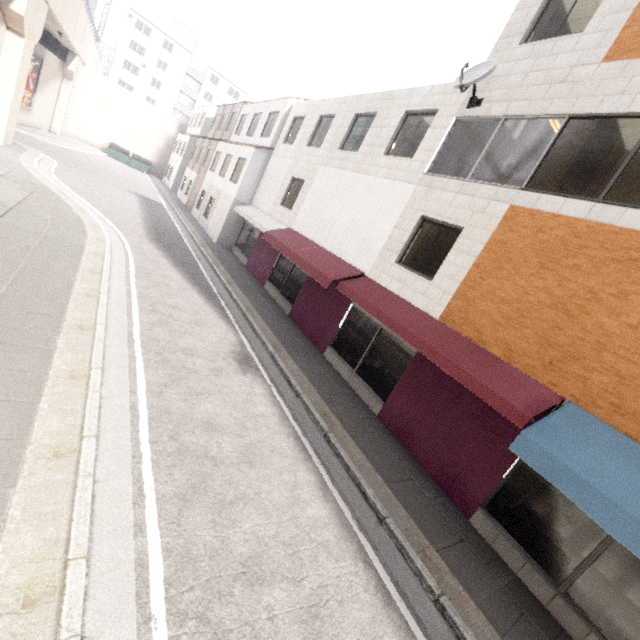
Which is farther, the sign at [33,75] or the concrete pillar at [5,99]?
the sign at [33,75]

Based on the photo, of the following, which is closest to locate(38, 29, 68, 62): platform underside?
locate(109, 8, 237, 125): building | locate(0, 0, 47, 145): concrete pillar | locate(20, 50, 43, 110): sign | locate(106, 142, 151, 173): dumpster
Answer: locate(20, 50, 43, 110): sign

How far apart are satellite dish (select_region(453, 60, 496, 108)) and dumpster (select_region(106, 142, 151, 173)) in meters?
39.2

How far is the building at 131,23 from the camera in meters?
50.7

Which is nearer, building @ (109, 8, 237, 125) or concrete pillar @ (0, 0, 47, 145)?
concrete pillar @ (0, 0, 47, 145)

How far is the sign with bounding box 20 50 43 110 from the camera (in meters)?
23.20

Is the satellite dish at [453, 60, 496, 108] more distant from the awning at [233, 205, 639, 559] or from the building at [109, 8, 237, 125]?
the building at [109, 8, 237, 125]

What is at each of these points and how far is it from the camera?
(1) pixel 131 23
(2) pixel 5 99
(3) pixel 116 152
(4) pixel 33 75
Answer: (1) building, 49.78m
(2) concrete pillar, 15.00m
(3) dumpster, 35.75m
(4) sign, 23.81m
